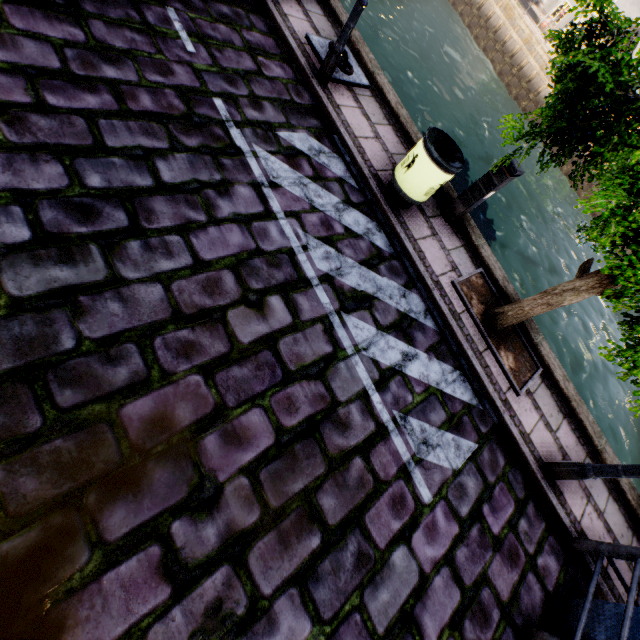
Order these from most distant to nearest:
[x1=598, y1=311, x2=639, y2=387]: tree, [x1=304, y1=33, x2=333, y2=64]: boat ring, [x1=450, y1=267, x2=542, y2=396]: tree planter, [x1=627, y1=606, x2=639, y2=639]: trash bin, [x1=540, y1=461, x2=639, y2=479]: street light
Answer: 1. [x1=304, y1=33, x2=333, y2=64]: boat ring
2. [x1=450, y1=267, x2=542, y2=396]: tree planter
3. [x1=540, y1=461, x2=639, y2=479]: street light
4. [x1=627, y1=606, x2=639, y2=639]: trash bin
5. [x1=598, y1=311, x2=639, y2=387]: tree

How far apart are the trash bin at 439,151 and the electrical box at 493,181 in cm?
57

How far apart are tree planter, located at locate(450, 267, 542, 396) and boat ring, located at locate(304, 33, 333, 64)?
4.0 meters

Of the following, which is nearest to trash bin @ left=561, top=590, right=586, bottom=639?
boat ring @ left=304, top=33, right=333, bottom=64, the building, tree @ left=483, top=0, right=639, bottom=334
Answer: tree @ left=483, top=0, right=639, bottom=334

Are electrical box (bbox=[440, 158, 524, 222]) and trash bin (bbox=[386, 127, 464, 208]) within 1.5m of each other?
yes

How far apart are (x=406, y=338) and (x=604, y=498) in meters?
4.3 m

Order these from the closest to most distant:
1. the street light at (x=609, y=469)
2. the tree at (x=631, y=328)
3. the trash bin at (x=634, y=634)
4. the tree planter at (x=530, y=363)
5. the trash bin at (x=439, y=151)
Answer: the tree at (x=631, y=328), the trash bin at (x=634, y=634), the street light at (x=609, y=469), the trash bin at (x=439, y=151), the tree planter at (x=530, y=363)

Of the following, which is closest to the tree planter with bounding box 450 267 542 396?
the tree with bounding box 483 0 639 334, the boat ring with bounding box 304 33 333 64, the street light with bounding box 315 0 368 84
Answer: the tree with bounding box 483 0 639 334
